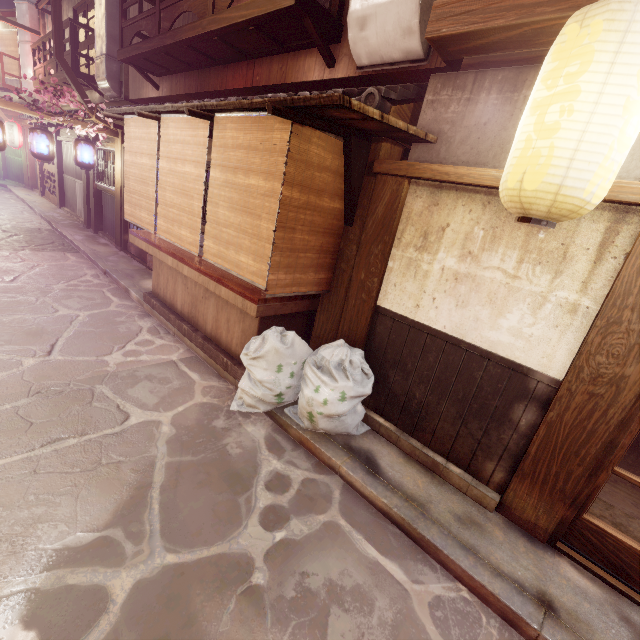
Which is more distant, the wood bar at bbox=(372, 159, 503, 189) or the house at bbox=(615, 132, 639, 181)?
the wood bar at bbox=(372, 159, 503, 189)

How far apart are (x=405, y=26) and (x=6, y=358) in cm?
1170

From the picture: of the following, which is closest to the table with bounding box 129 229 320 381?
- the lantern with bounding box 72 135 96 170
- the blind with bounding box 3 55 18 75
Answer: the lantern with bounding box 72 135 96 170

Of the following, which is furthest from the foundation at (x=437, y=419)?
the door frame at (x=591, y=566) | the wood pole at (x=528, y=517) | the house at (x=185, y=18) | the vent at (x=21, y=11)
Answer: the vent at (x=21, y=11)

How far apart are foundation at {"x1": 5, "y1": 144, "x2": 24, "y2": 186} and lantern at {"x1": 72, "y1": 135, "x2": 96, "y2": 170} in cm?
2649

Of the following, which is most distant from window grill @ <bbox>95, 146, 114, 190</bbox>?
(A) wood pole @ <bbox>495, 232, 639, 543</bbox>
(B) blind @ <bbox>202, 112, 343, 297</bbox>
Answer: (A) wood pole @ <bbox>495, 232, 639, 543</bbox>

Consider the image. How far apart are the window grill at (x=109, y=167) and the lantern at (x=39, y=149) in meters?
2.5 m

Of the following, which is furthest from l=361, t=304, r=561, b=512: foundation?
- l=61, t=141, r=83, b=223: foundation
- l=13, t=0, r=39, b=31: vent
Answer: l=13, t=0, r=39, b=31: vent
